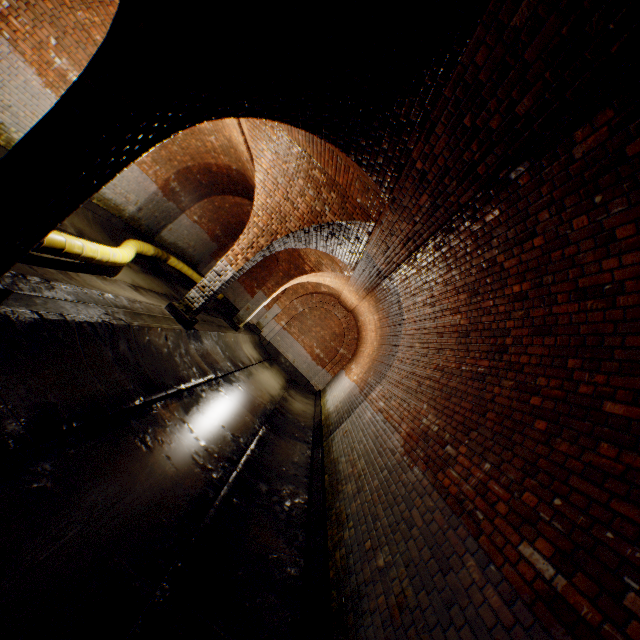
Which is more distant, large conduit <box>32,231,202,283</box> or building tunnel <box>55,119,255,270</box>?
building tunnel <box>55,119,255,270</box>

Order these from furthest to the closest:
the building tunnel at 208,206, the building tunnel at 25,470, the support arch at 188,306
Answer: the building tunnel at 208,206 < the support arch at 188,306 < the building tunnel at 25,470

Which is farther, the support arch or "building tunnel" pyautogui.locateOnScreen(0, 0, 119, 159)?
"building tunnel" pyautogui.locateOnScreen(0, 0, 119, 159)

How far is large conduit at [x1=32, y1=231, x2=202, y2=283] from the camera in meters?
5.2 m

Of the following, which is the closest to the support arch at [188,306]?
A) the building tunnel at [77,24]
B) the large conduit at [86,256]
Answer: the building tunnel at [77,24]

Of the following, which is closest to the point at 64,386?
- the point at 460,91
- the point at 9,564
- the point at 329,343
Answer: the point at 9,564

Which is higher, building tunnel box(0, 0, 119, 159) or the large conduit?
building tunnel box(0, 0, 119, 159)

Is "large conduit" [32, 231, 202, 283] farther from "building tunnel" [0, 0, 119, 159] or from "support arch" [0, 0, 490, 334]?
"support arch" [0, 0, 490, 334]
